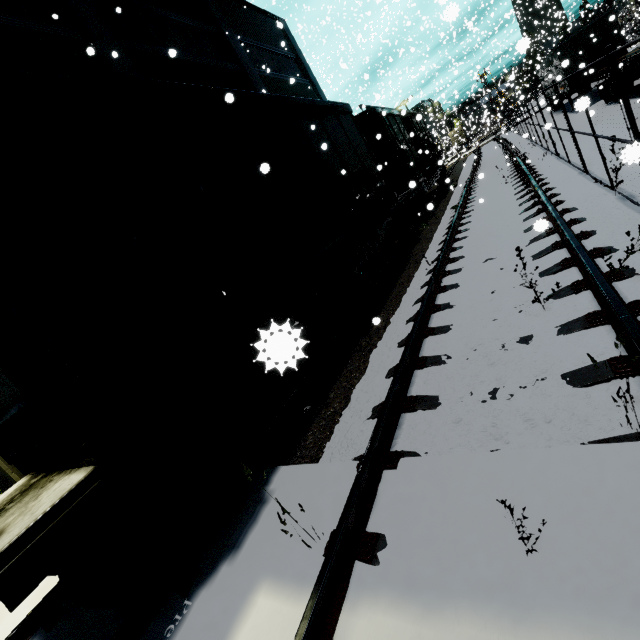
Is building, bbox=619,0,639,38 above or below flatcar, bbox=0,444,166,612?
above

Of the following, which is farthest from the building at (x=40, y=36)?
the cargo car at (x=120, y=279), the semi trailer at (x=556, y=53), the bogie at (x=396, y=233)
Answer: the bogie at (x=396, y=233)

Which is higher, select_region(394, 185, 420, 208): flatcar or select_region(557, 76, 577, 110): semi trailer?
select_region(394, 185, 420, 208): flatcar

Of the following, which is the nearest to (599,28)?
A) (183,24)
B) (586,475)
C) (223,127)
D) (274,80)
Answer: (274,80)

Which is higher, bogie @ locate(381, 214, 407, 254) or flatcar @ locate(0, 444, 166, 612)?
flatcar @ locate(0, 444, 166, 612)

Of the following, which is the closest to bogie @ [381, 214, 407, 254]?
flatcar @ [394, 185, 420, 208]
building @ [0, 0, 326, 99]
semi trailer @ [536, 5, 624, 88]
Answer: flatcar @ [394, 185, 420, 208]

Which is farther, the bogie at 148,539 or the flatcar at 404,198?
the flatcar at 404,198

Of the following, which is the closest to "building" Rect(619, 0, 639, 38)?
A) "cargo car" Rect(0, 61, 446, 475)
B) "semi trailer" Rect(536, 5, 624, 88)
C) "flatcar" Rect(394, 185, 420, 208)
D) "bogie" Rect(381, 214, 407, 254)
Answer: "semi trailer" Rect(536, 5, 624, 88)
